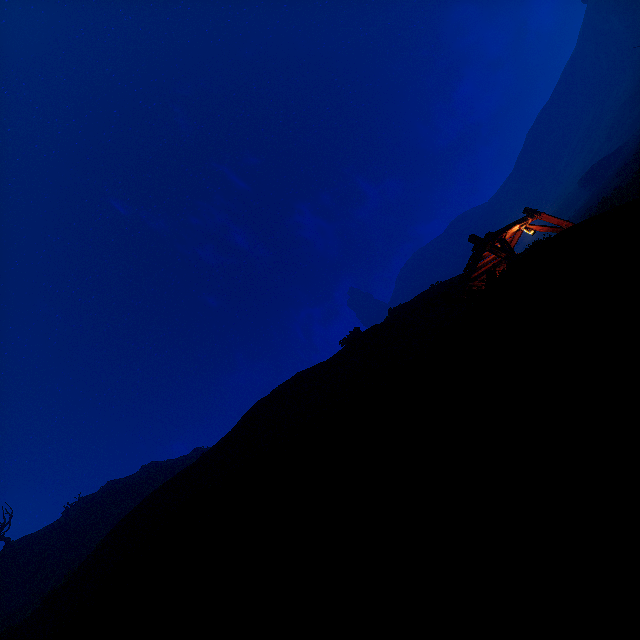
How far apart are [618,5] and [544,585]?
99.2m

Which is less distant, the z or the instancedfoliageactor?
the z

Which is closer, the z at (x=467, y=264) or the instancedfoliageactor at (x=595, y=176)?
the z at (x=467, y=264)
